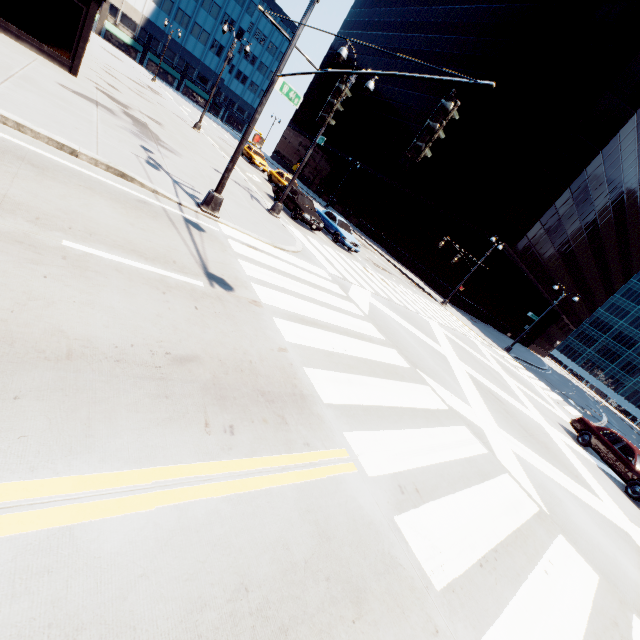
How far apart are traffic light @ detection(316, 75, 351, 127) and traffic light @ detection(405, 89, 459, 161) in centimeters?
255cm

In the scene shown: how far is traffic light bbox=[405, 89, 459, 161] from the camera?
4.4 meters

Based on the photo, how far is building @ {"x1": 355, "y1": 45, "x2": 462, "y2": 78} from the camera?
46.9m

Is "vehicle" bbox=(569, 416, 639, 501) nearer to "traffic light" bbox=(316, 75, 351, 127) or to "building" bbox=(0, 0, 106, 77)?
"traffic light" bbox=(316, 75, 351, 127)

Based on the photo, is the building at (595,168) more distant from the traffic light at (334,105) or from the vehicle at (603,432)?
the traffic light at (334,105)

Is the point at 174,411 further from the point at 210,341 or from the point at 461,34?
the point at 461,34

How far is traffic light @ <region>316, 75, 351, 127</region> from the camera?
6.3m

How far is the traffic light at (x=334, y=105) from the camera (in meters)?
6.29
